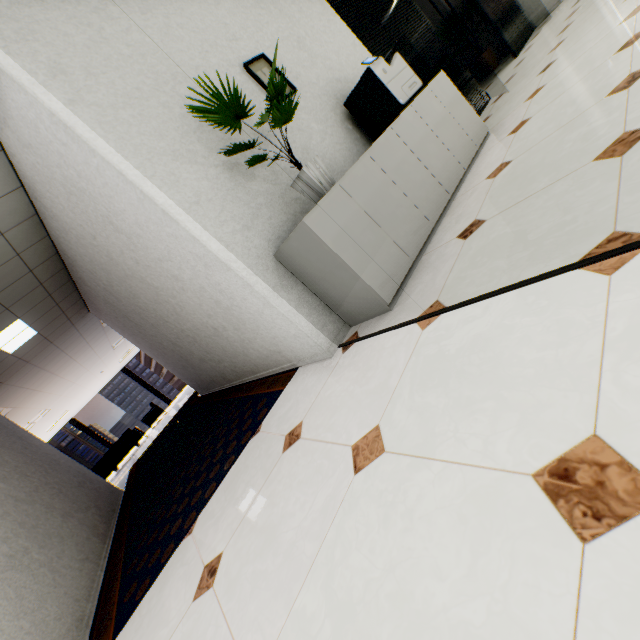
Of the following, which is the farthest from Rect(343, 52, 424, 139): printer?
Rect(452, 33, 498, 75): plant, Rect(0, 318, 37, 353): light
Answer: Rect(452, 33, 498, 75): plant

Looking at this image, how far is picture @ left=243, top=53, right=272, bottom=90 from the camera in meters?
2.6 m

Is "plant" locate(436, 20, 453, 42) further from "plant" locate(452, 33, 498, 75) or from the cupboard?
the cupboard

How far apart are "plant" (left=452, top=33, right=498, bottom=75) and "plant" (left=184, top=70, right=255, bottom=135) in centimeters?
785cm

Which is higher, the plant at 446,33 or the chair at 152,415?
the plant at 446,33

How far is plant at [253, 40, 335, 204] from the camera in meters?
1.8 m

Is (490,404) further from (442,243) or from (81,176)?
(81,176)

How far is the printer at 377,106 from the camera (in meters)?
2.71
